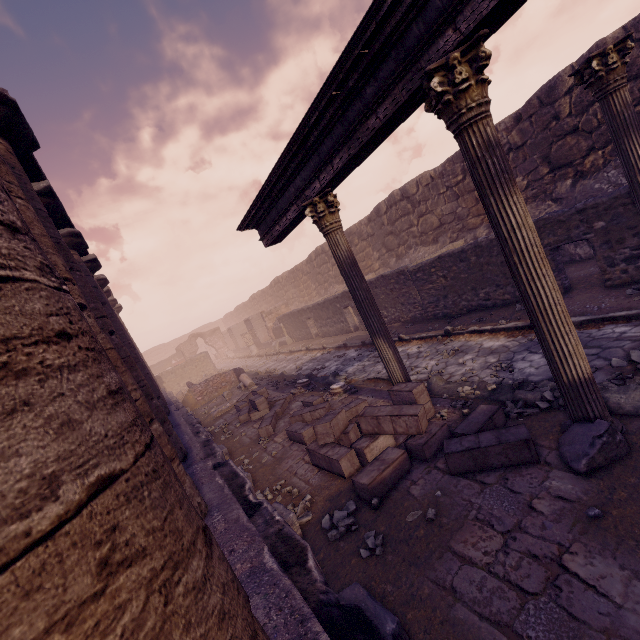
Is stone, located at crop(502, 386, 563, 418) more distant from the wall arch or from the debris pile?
the wall arch

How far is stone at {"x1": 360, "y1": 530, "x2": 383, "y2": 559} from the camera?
3.0 meters

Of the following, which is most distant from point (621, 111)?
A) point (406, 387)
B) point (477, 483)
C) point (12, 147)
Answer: point (12, 147)

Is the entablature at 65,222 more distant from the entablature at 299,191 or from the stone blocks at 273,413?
the stone blocks at 273,413

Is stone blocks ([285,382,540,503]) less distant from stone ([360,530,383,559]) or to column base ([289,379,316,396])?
stone ([360,530,383,559])

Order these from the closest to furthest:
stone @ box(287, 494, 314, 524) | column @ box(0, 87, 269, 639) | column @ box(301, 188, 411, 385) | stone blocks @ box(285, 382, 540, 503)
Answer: column @ box(0, 87, 269, 639) → stone blocks @ box(285, 382, 540, 503) → stone @ box(287, 494, 314, 524) → column @ box(301, 188, 411, 385)

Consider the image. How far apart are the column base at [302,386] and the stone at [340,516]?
5.3 meters

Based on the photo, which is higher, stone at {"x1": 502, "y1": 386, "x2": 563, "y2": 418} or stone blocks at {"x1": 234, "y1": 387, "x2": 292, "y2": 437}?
stone blocks at {"x1": 234, "y1": 387, "x2": 292, "y2": 437}
